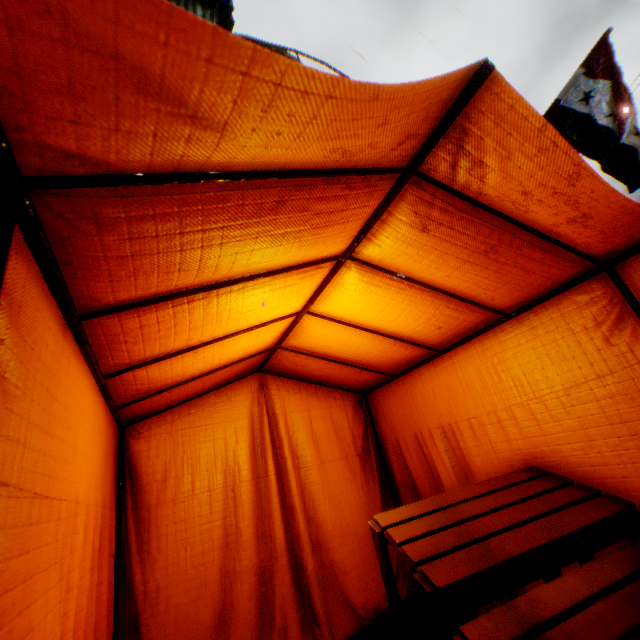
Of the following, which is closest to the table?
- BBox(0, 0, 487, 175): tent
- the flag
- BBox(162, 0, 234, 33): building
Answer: BBox(0, 0, 487, 175): tent

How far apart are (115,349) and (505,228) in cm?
203

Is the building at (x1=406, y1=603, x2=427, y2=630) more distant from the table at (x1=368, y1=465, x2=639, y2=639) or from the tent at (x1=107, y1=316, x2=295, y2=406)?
the table at (x1=368, y1=465, x2=639, y2=639)

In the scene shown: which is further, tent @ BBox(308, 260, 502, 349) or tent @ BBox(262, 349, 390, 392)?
tent @ BBox(262, 349, 390, 392)

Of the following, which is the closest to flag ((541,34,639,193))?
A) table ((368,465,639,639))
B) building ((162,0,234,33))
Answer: building ((162,0,234,33))

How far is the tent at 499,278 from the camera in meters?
1.6 m
